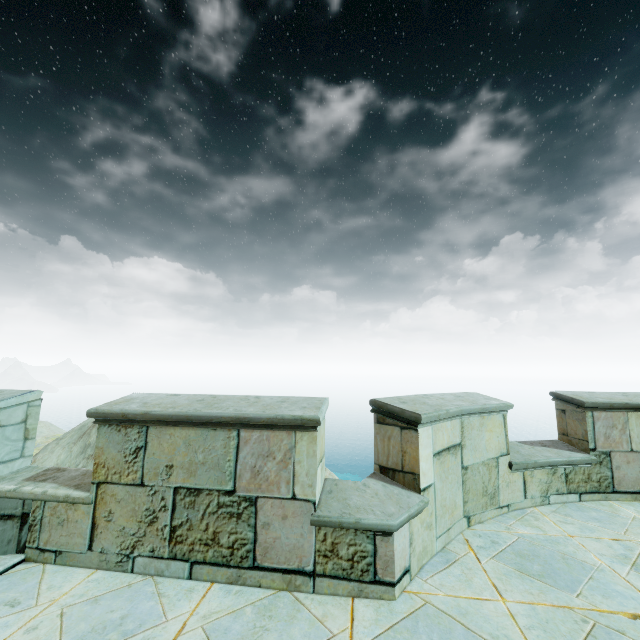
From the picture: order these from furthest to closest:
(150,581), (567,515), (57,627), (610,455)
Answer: (610,455)
(567,515)
(150,581)
(57,627)
